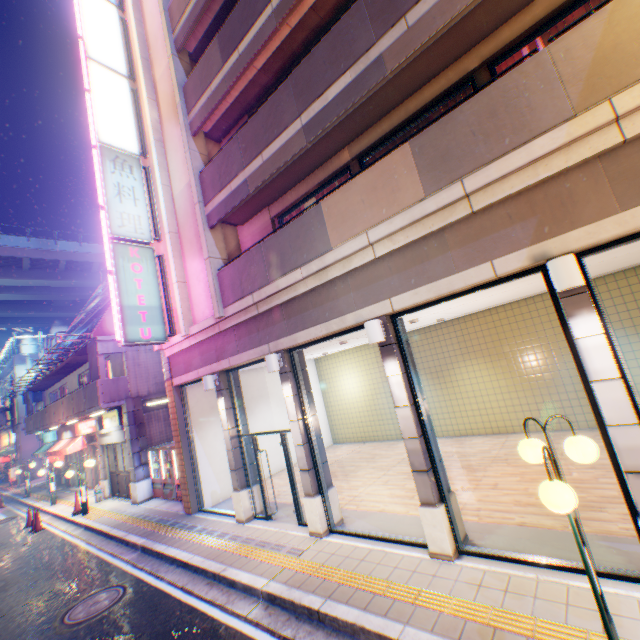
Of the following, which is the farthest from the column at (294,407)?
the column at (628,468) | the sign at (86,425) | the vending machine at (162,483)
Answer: the sign at (86,425)

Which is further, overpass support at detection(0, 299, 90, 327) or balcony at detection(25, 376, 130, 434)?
overpass support at detection(0, 299, 90, 327)

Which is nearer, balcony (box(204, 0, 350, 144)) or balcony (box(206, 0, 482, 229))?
balcony (box(206, 0, 482, 229))

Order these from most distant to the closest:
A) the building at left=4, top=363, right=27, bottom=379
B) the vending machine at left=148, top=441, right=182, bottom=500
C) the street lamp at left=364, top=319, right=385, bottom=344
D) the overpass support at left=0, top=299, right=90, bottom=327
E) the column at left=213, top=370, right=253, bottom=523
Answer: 1. the overpass support at left=0, top=299, right=90, bottom=327
2. the building at left=4, top=363, right=27, bottom=379
3. the vending machine at left=148, top=441, right=182, bottom=500
4. the column at left=213, top=370, right=253, bottom=523
5. the street lamp at left=364, top=319, right=385, bottom=344

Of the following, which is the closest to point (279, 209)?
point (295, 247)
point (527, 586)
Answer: point (295, 247)

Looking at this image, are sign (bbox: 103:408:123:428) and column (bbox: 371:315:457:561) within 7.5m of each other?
no

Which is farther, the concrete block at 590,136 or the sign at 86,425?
the sign at 86,425

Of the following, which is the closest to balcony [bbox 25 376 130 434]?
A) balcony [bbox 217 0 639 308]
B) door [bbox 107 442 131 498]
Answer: door [bbox 107 442 131 498]
